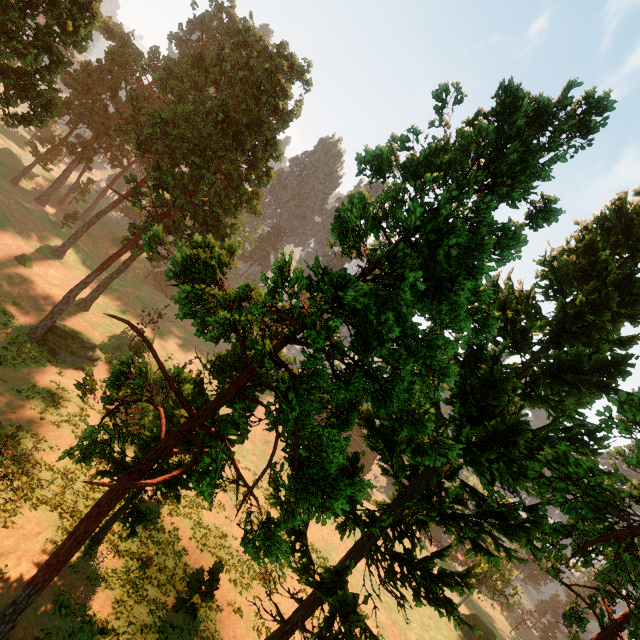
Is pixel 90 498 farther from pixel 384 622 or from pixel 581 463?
pixel 384 622

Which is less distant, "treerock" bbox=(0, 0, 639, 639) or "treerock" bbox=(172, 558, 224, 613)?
"treerock" bbox=(0, 0, 639, 639)

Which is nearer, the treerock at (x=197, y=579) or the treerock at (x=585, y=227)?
the treerock at (x=585, y=227)

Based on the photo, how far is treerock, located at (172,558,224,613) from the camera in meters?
16.7

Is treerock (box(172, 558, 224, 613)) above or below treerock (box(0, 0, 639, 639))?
below

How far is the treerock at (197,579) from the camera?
16.73m
